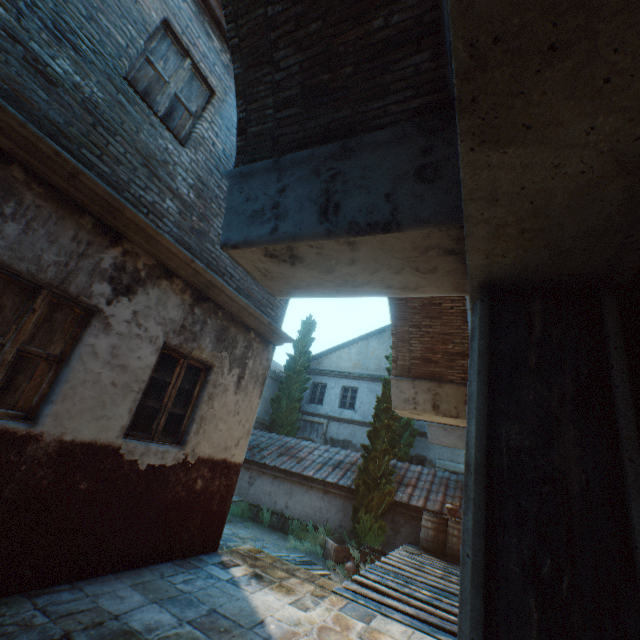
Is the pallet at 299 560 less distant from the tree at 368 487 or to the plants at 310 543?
the plants at 310 543

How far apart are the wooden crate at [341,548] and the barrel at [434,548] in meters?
1.9

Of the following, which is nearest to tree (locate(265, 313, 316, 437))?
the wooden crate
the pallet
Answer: the wooden crate

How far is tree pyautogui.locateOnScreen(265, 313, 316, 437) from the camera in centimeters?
1802cm

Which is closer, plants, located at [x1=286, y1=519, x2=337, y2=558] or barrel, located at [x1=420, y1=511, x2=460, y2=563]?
barrel, located at [x1=420, y1=511, x2=460, y2=563]

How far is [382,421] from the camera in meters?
11.4

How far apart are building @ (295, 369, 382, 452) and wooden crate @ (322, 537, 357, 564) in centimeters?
648cm

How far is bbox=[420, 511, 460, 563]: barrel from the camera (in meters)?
8.83
